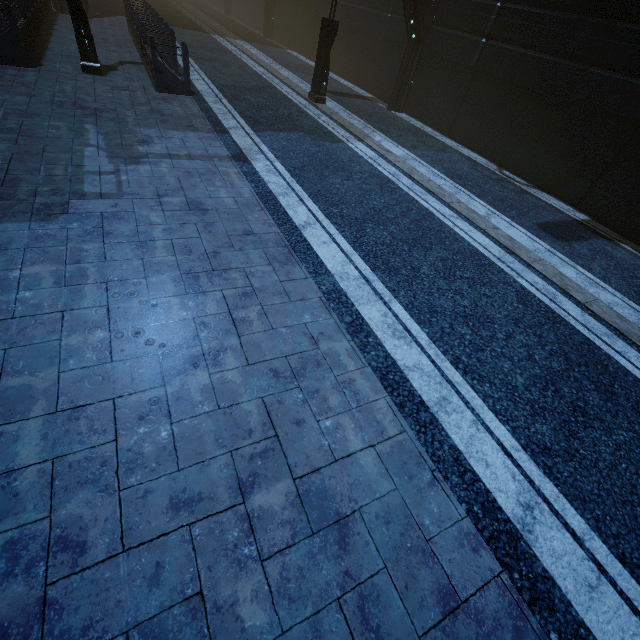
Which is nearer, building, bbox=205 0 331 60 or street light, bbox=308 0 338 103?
street light, bbox=308 0 338 103

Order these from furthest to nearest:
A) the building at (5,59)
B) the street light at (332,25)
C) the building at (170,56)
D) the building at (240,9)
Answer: the building at (240,9) < the street light at (332,25) < the building at (170,56) < the building at (5,59)

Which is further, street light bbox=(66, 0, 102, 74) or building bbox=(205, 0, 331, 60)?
building bbox=(205, 0, 331, 60)

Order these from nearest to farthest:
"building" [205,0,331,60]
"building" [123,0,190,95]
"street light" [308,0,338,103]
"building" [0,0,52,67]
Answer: "building" [0,0,52,67] → "building" [123,0,190,95] → "street light" [308,0,338,103] → "building" [205,0,331,60]

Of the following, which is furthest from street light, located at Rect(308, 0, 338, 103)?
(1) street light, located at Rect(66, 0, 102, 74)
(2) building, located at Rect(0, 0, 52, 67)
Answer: (1) street light, located at Rect(66, 0, 102, 74)

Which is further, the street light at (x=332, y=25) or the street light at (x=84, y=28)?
the street light at (x=332, y=25)

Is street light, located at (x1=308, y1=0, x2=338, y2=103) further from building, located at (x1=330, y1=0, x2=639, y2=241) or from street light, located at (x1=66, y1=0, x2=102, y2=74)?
street light, located at (x1=66, y1=0, x2=102, y2=74)

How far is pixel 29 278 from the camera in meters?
3.7 m
